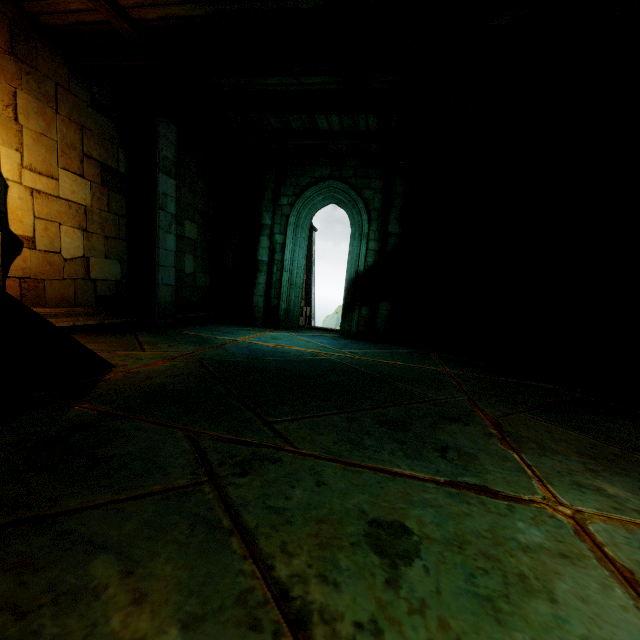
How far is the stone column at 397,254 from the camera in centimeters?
859cm

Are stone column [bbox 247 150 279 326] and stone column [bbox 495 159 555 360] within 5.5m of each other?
no

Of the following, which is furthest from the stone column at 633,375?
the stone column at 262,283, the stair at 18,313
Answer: the stone column at 262,283

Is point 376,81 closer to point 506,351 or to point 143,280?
point 143,280

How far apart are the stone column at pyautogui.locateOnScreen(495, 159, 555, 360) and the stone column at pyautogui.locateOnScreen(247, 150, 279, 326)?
6.6m

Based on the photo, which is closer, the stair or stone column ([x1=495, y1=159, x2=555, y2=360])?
the stair

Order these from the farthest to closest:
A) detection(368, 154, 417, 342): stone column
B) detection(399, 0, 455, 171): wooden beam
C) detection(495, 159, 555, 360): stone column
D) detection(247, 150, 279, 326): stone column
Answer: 1. detection(247, 150, 279, 326): stone column
2. detection(368, 154, 417, 342): stone column
3. detection(495, 159, 555, 360): stone column
4. detection(399, 0, 455, 171): wooden beam

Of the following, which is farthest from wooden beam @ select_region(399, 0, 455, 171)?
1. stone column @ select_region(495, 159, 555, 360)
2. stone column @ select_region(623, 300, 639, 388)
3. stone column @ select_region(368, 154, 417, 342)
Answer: stone column @ select_region(623, 300, 639, 388)
